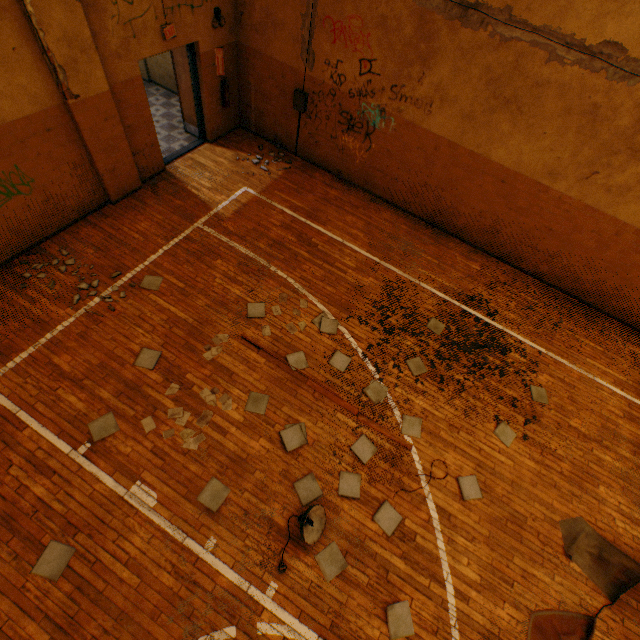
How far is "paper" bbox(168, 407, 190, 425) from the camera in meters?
4.8

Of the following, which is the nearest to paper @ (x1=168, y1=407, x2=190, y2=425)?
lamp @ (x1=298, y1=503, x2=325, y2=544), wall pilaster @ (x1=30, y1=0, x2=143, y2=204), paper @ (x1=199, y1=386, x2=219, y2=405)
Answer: paper @ (x1=199, y1=386, x2=219, y2=405)

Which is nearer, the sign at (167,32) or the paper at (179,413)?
the paper at (179,413)

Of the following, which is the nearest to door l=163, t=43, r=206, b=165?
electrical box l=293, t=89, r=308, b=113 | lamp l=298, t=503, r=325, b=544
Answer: electrical box l=293, t=89, r=308, b=113

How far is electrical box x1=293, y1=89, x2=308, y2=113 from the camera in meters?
7.5 m

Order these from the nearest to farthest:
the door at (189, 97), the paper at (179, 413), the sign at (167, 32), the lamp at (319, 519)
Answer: the lamp at (319, 519) → the paper at (179, 413) → the sign at (167, 32) → the door at (189, 97)

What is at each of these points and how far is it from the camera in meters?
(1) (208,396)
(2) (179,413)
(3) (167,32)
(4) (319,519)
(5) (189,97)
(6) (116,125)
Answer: (1) paper, 5.1 m
(2) paper, 4.9 m
(3) sign, 6.0 m
(4) lamp, 4.5 m
(5) door, 7.8 m
(6) wall pilaster, 6.0 m

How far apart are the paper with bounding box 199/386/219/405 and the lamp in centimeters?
180cm
